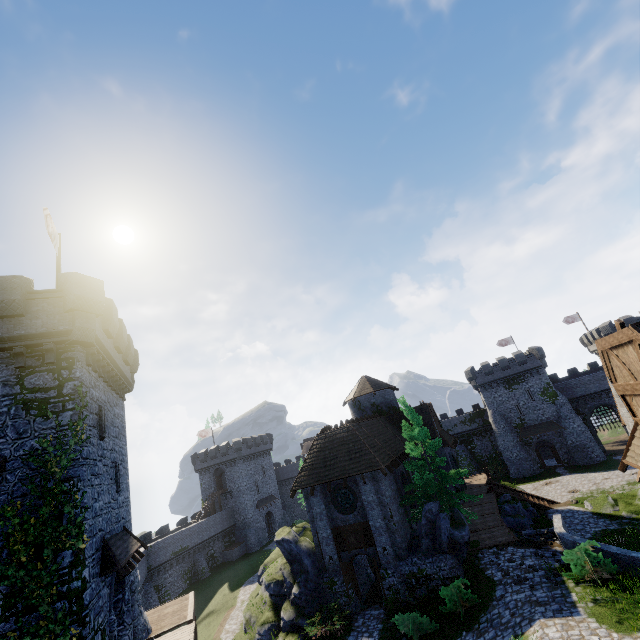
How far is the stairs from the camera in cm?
2778

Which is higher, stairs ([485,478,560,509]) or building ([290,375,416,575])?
building ([290,375,416,575])

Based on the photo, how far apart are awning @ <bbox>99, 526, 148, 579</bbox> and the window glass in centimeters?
1162cm

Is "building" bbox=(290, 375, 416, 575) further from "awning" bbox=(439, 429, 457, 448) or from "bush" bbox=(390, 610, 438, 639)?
"bush" bbox=(390, 610, 438, 639)

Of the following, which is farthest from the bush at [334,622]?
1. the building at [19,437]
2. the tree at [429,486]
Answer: the building at [19,437]

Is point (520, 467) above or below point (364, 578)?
below

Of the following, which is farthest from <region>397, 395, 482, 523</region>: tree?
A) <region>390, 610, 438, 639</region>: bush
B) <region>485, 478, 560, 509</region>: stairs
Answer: <region>485, 478, 560, 509</region>: stairs

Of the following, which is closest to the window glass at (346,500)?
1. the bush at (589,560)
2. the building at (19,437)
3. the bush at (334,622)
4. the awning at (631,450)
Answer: the bush at (334,622)
